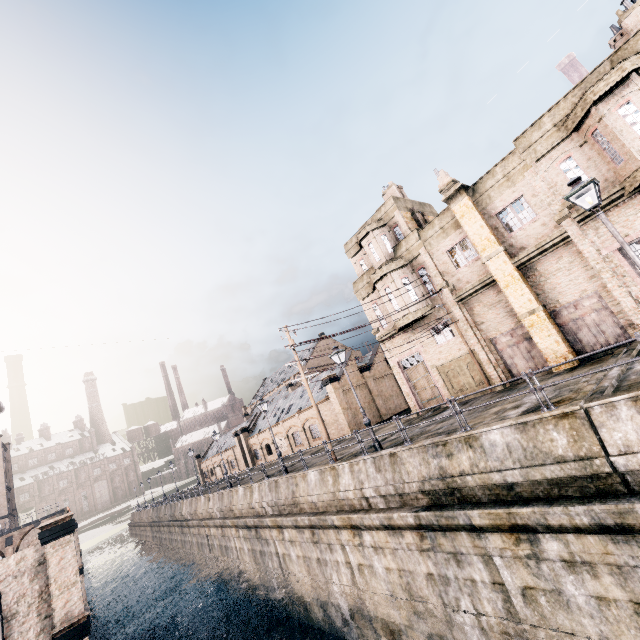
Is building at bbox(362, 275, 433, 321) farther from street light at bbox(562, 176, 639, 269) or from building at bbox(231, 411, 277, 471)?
building at bbox(231, 411, 277, 471)

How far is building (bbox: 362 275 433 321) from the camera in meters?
23.8 m

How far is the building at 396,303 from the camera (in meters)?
23.83

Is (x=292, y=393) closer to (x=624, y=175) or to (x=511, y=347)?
(x=511, y=347)

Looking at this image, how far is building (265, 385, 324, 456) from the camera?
39.9m

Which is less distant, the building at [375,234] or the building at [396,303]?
the building at [375,234]

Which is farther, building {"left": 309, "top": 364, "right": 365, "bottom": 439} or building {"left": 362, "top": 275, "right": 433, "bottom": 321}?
building {"left": 309, "top": 364, "right": 365, "bottom": 439}
